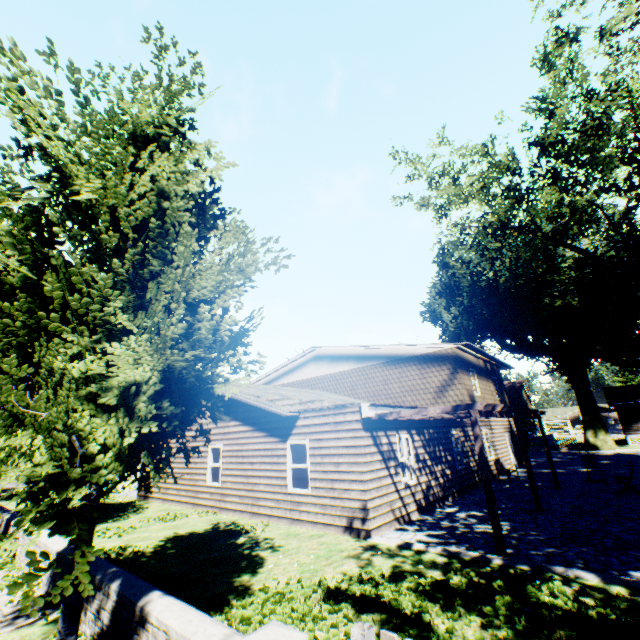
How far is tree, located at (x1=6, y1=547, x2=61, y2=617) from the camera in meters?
2.4 m

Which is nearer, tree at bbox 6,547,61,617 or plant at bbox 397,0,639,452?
tree at bbox 6,547,61,617

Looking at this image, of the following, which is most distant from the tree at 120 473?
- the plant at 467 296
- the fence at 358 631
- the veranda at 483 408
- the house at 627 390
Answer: the house at 627 390

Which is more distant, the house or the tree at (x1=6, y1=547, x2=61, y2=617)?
the house

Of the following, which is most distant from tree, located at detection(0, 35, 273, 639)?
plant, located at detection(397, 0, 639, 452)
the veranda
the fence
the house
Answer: the house

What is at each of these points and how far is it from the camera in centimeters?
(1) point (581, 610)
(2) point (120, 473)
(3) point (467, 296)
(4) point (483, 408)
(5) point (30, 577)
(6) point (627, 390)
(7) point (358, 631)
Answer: (1) plant, 462cm
(2) tree, 319cm
(3) plant, 2967cm
(4) veranda, 769cm
(5) tree, 247cm
(6) house, 3803cm
(7) fence, 227cm

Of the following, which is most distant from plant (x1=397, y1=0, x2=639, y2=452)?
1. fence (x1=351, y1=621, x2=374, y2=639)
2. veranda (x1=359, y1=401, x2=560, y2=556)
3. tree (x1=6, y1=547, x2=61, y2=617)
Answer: tree (x1=6, y1=547, x2=61, y2=617)

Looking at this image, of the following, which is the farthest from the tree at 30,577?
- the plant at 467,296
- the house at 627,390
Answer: the house at 627,390
